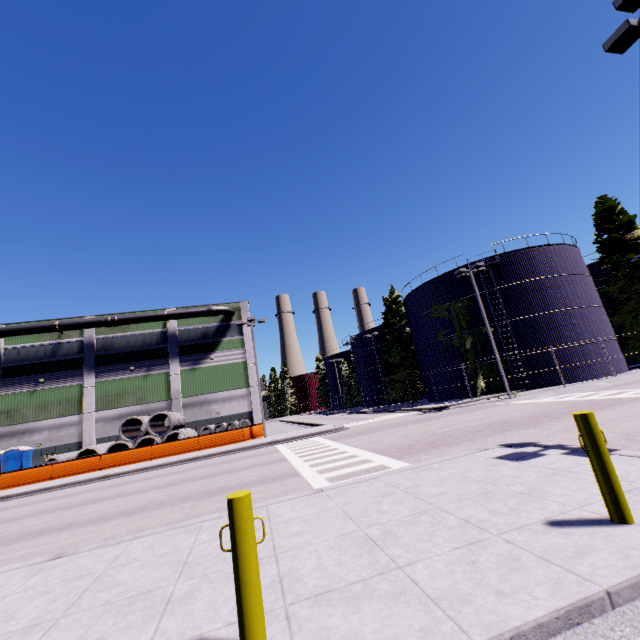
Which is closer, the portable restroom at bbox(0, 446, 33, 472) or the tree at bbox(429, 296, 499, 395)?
the portable restroom at bbox(0, 446, 33, 472)

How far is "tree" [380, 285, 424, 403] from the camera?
41.25m

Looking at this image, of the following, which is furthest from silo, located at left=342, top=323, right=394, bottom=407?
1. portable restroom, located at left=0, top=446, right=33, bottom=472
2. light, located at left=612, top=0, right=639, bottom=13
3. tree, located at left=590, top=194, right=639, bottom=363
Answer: portable restroom, located at left=0, top=446, right=33, bottom=472

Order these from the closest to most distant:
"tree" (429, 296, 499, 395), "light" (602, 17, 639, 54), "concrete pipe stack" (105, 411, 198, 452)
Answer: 1. "light" (602, 17, 639, 54)
2. "concrete pipe stack" (105, 411, 198, 452)
3. "tree" (429, 296, 499, 395)

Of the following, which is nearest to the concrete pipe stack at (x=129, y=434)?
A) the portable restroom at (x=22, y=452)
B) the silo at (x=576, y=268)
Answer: the silo at (x=576, y=268)

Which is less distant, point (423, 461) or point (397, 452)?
point (423, 461)

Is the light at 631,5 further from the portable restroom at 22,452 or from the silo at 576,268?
the portable restroom at 22,452
